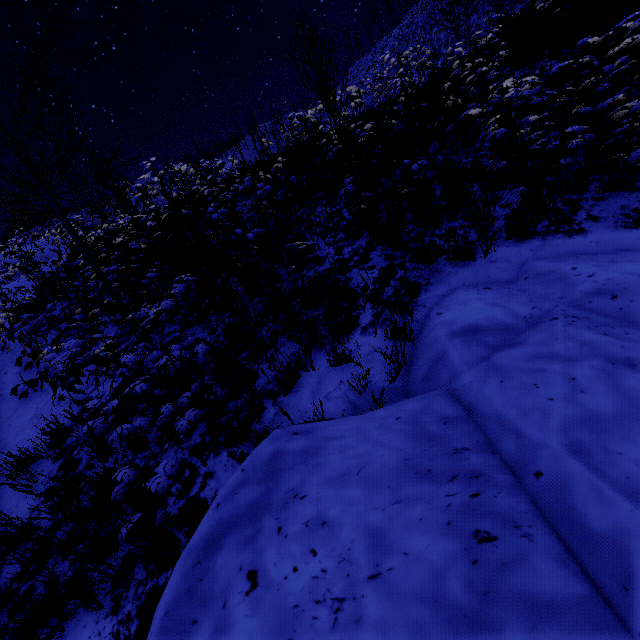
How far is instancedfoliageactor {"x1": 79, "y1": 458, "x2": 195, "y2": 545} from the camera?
2.4m

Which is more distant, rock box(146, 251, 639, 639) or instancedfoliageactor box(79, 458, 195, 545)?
instancedfoliageactor box(79, 458, 195, 545)

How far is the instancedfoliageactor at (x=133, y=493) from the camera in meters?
2.4 m

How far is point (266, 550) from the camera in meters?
1.6

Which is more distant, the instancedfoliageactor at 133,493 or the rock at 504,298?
the instancedfoliageactor at 133,493
